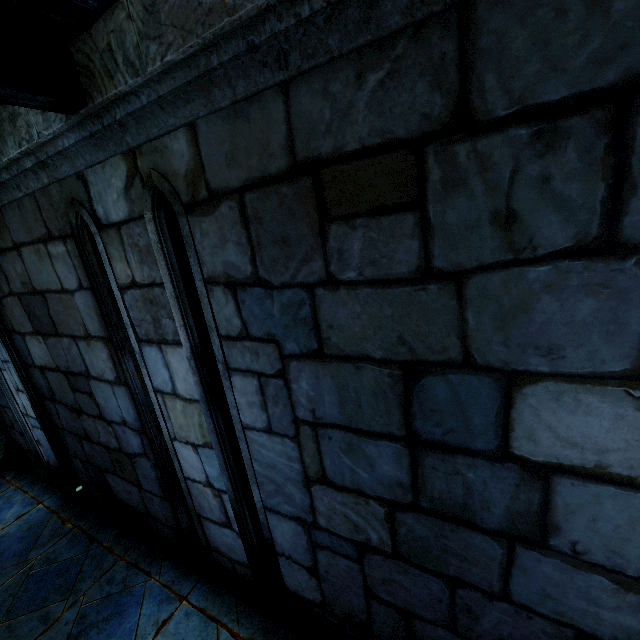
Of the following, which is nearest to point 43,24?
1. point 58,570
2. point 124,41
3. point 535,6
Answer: point 124,41
